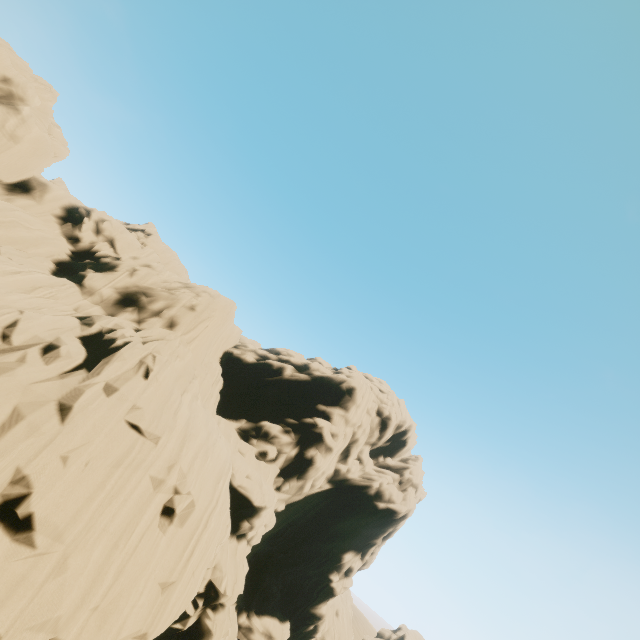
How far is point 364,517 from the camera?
36.2 meters
